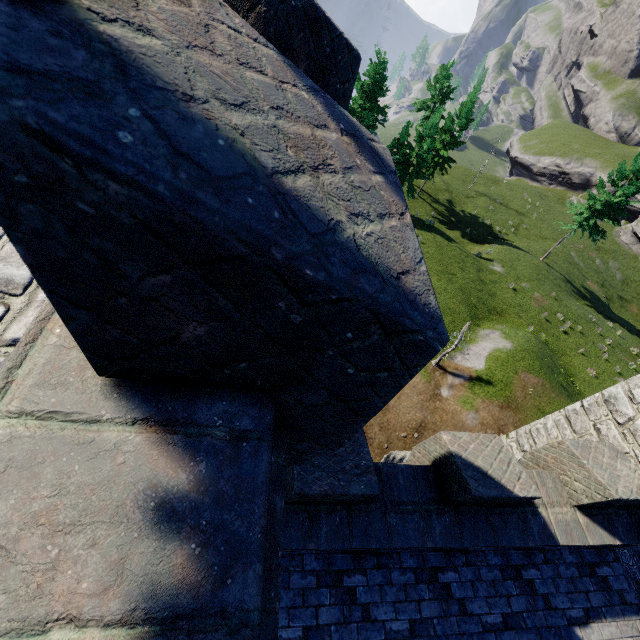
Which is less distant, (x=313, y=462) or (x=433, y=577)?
(x=313, y=462)
